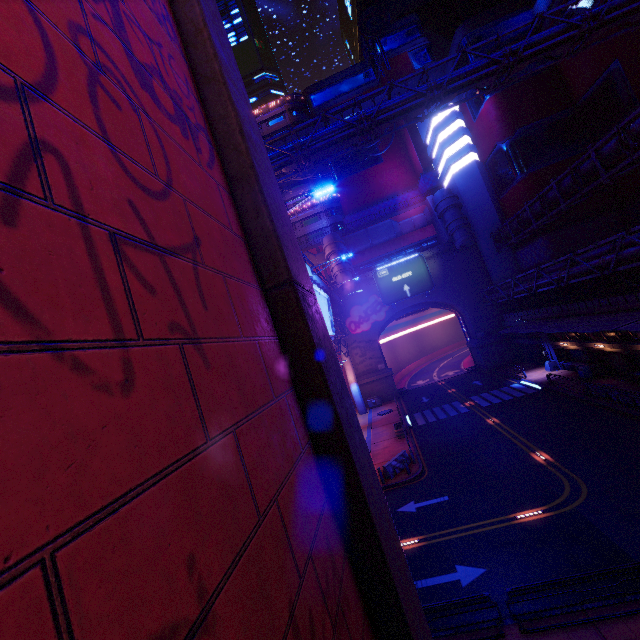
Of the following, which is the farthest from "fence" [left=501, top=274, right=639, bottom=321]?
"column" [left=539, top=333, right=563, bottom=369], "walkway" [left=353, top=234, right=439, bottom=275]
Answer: "walkway" [left=353, top=234, right=439, bottom=275]

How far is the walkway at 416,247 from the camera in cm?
4866

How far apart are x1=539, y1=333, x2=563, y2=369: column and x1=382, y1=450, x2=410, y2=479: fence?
21.4 meters

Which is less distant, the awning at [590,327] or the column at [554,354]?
the awning at [590,327]

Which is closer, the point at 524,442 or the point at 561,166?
the point at 524,442

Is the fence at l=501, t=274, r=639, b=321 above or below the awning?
above

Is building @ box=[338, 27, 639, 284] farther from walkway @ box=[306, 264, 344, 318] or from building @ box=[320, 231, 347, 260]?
walkway @ box=[306, 264, 344, 318]

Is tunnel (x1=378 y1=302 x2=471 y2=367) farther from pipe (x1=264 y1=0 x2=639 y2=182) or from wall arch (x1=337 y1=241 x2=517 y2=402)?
pipe (x1=264 y1=0 x2=639 y2=182)
